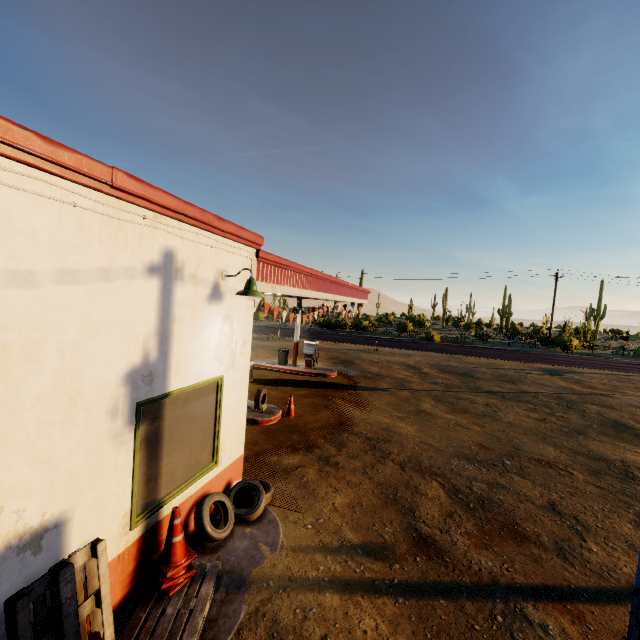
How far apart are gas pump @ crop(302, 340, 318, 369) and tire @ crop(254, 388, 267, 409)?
6.56m

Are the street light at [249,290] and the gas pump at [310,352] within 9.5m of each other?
no

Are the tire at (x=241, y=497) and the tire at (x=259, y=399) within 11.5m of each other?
yes

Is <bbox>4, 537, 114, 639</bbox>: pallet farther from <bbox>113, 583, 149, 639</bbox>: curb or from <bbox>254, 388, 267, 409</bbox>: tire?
<bbox>254, 388, 267, 409</bbox>: tire

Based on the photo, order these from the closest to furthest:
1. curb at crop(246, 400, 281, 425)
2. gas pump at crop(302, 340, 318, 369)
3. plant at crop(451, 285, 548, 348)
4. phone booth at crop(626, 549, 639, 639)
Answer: phone booth at crop(626, 549, 639, 639)
curb at crop(246, 400, 281, 425)
gas pump at crop(302, 340, 318, 369)
plant at crop(451, 285, 548, 348)

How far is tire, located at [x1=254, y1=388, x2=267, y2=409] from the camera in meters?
10.1

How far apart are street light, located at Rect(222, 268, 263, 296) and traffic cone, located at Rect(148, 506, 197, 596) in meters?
3.0 m

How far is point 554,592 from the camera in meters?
4.6 m
